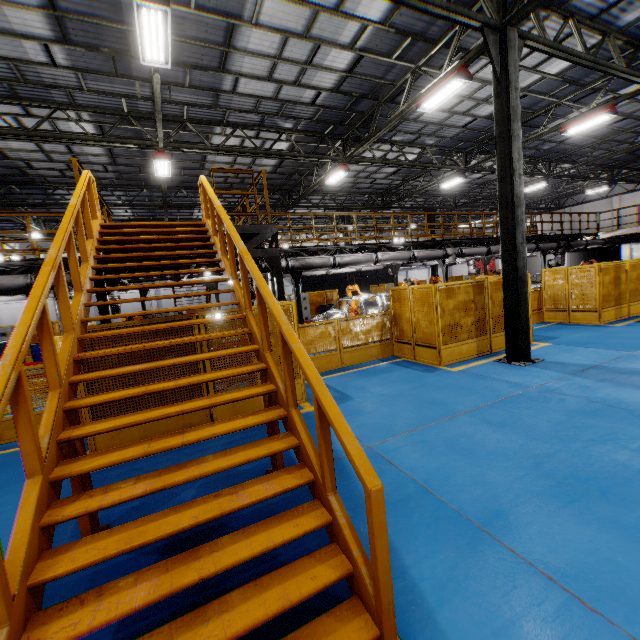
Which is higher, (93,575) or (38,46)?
(38,46)

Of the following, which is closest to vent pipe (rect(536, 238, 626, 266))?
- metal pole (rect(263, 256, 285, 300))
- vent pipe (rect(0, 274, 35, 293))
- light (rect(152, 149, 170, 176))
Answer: metal pole (rect(263, 256, 285, 300))

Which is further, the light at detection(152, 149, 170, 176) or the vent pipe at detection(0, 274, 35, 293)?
the light at detection(152, 149, 170, 176)

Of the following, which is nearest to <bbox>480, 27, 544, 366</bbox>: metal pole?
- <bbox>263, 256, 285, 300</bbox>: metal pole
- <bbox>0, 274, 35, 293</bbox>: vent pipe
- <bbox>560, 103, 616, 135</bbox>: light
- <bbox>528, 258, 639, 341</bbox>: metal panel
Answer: <bbox>528, 258, 639, 341</bbox>: metal panel

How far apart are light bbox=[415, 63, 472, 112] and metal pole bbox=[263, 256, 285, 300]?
6.5m

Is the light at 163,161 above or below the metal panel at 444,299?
above

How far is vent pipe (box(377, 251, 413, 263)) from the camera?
13.76m

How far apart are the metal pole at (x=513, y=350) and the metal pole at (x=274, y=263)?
5.3m
